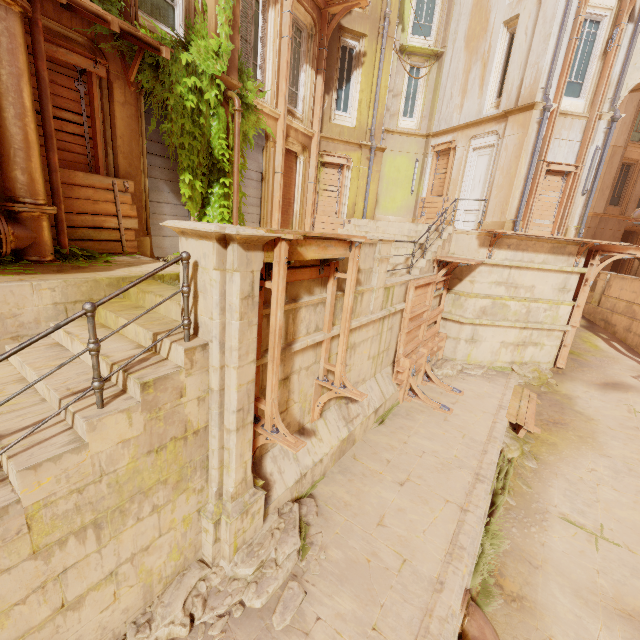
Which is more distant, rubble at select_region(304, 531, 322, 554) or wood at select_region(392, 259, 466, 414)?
wood at select_region(392, 259, 466, 414)

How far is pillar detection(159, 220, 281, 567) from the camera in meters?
3.4

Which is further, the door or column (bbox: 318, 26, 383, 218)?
the door

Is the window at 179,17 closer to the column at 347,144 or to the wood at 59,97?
the wood at 59,97

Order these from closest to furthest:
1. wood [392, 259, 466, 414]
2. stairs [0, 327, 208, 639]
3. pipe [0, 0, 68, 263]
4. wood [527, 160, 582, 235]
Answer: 1. stairs [0, 327, 208, 639]
2. pipe [0, 0, 68, 263]
3. wood [392, 259, 466, 414]
4. wood [527, 160, 582, 235]

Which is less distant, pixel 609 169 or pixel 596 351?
pixel 596 351

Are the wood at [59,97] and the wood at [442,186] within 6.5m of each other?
no

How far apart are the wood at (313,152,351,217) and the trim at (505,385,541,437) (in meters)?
9.37
